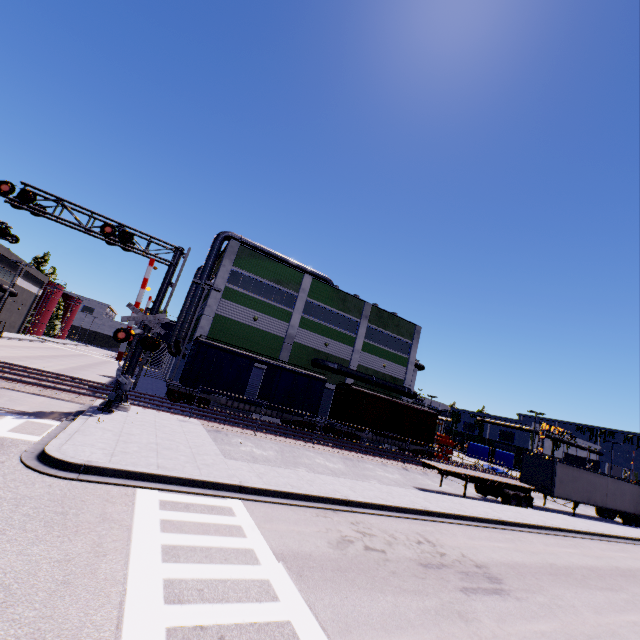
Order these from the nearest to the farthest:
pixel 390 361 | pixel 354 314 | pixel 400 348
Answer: pixel 354 314
pixel 390 361
pixel 400 348

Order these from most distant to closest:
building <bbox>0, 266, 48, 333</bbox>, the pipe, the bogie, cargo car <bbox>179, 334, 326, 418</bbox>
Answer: building <bbox>0, 266, 48, 333</bbox>
the pipe
cargo car <bbox>179, 334, 326, 418</bbox>
the bogie

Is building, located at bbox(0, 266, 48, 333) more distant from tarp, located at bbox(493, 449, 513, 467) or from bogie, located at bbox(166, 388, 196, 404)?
bogie, located at bbox(166, 388, 196, 404)

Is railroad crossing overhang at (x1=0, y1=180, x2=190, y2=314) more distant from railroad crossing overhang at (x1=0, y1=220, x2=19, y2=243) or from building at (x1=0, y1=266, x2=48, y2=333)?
railroad crossing overhang at (x1=0, y1=220, x2=19, y2=243)

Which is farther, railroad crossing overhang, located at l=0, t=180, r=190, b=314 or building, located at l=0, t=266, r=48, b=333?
building, located at l=0, t=266, r=48, b=333

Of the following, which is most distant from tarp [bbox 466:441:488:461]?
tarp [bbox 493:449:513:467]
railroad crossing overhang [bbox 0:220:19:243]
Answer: railroad crossing overhang [bbox 0:220:19:243]

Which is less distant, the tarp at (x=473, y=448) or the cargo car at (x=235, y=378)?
the cargo car at (x=235, y=378)

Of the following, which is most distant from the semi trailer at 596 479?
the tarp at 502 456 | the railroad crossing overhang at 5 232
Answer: the railroad crossing overhang at 5 232
